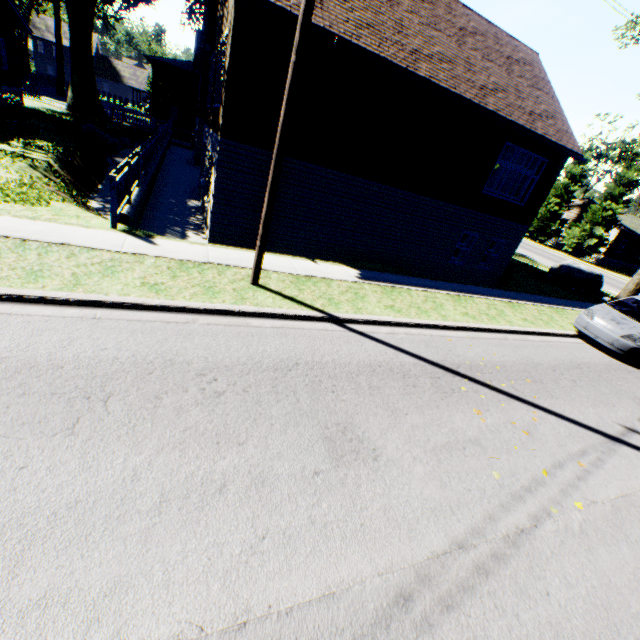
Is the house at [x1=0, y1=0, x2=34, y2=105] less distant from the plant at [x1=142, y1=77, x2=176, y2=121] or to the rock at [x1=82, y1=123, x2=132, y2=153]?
the plant at [x1=142, y1=77, x2=176, y2=121]

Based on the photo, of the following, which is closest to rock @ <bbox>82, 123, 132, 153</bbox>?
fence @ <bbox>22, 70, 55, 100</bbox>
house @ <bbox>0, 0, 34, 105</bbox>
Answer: house @ <bbox>0, 0, 34, 105</bbox>

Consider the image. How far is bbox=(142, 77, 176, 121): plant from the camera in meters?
37.8

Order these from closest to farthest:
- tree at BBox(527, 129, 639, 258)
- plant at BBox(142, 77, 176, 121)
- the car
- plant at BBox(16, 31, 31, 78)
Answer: the car, tree at BBox(527, 129, 639, 258), plant at BBox(142, 77, 176, 121), plant at BBox(16, 31, 31, 78)

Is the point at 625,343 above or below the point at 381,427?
above

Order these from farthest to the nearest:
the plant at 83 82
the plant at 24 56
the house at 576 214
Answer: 1. the house at 576 214
2. the plant at 24 56
3. the plant at 83 82

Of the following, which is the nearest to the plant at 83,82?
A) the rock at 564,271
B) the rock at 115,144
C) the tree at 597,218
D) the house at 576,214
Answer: the tree at 597,218

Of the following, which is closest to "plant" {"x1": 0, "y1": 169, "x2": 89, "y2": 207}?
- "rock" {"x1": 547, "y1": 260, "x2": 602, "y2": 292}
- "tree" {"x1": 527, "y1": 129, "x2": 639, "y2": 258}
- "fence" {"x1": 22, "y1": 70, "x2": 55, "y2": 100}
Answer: "fence" {"x1": 22, "y1": 70, "x2": 55, "y2": 100}
